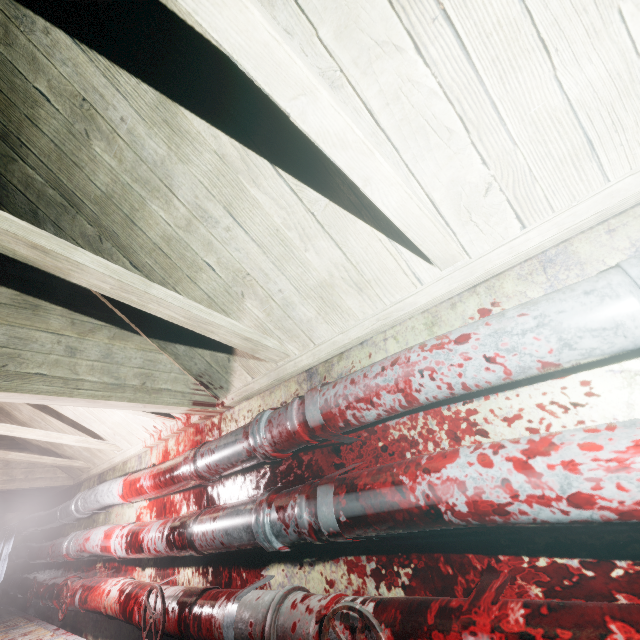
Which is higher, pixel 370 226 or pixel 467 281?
pixel 370 226

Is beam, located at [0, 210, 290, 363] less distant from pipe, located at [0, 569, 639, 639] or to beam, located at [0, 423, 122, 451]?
pipe, located at [0, 569, 639, 639]

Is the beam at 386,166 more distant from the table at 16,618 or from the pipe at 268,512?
the table at 16,618

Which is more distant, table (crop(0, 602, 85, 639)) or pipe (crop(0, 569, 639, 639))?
table (crop(0, 602, 85, 639))

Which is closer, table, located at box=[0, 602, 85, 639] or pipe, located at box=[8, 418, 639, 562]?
pipe, located at box=[8, 418, 639, 562]

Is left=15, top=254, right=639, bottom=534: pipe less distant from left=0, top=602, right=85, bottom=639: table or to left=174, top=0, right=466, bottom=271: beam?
left=174, top=0, right=466, bottom=271: beam

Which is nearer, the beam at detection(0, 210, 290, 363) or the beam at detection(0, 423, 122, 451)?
the beam at detection(0, 210, 290, 363)

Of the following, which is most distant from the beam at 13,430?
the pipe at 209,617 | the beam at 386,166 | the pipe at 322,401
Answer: the beam at 386,166
